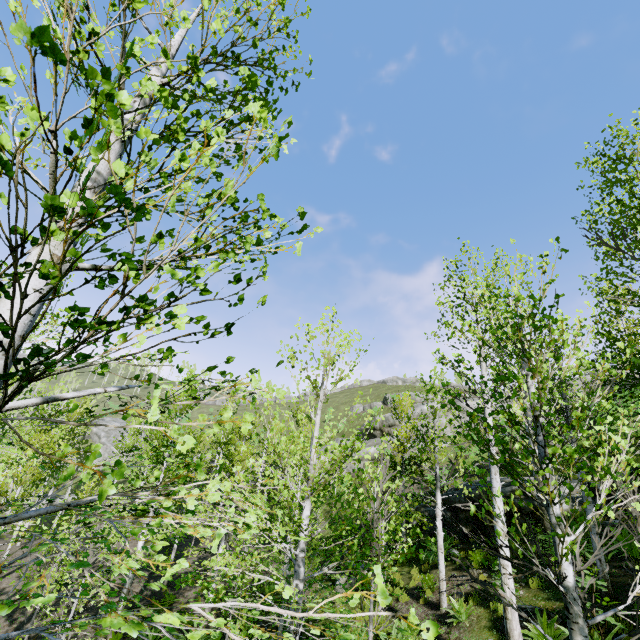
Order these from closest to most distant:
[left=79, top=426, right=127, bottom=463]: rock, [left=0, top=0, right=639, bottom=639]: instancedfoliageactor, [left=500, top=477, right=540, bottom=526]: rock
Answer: [left=0, top=0, right=639, bottom=639]: instancedfoliageactor → [left=500, top=477, right=540, bottom=526]: rock → [left=79, top=426, right=127, bottom=463]: rock

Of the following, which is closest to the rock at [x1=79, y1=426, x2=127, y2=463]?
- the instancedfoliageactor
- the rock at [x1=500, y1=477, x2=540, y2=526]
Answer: the rock at [x1=500, y1=477, x2=540, y2=526]

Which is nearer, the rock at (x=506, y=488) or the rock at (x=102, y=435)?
the rock at (x=506, y=488)

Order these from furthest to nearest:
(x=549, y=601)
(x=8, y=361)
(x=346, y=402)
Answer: (x=346, y=402), (x=549, y=601), (x=8, y=361)

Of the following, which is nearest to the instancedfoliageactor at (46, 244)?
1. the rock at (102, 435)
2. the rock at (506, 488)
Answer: the rock at (506, 488)

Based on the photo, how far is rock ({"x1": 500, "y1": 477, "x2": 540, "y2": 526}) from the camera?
11.2m

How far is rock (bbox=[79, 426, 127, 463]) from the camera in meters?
47.5 m

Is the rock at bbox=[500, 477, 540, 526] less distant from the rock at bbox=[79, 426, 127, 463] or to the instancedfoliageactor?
the instancedfoliageactor
